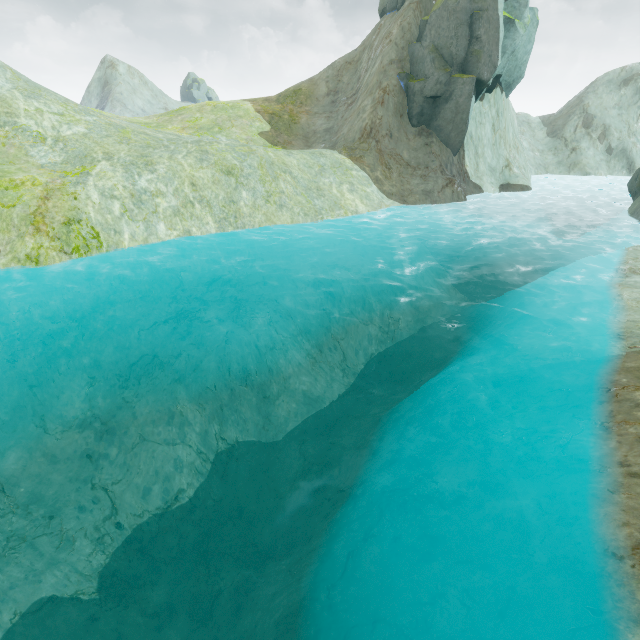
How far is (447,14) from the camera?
22.2m

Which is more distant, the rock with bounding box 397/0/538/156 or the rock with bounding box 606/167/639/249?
the rock with bounding box 397/0/538/156

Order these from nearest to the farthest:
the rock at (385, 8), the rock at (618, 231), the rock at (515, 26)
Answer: the rock at (618, 231) < the rock at (515, 26) < the rock at (385, 8)

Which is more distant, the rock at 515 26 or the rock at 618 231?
the rock at 515 26

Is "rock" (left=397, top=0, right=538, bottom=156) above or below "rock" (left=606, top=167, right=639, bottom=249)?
above

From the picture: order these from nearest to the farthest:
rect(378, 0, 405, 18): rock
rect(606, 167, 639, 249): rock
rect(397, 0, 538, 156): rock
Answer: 1. rect(606, 167, 639, 249): rock
2. rect(397, 0, 538, 156): rock
3. rect(378, 0, 405, 18): rock
